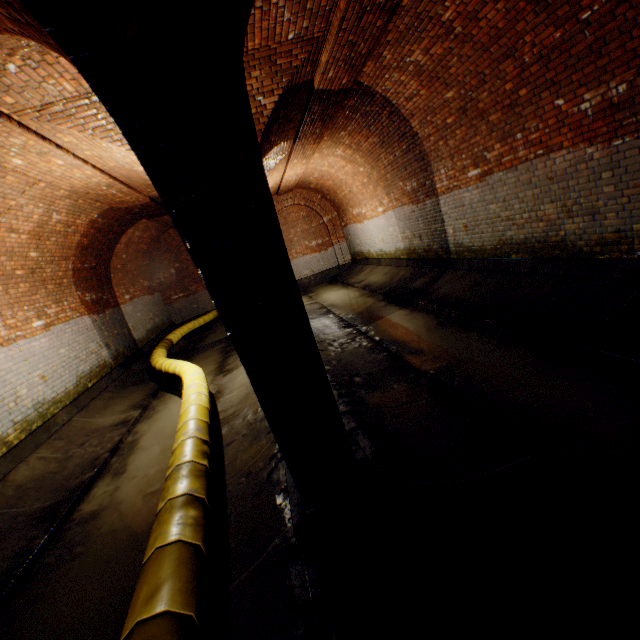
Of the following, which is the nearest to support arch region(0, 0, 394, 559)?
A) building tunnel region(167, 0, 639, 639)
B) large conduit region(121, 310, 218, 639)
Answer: building tunnel region(167, 0, 639, 639)

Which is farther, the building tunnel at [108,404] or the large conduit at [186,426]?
the building tunnel at [108,404]

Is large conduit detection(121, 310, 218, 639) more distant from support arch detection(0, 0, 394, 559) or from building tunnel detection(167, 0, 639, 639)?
support arch detection(0, 0, 394, 559)

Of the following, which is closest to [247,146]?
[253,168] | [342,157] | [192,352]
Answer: [253,168]

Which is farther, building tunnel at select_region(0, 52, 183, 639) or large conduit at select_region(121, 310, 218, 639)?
building tunnel at select_region(0, 52, 183, 639)

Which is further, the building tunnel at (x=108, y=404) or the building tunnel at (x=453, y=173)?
the building tunnel at (x=108, y=404)
